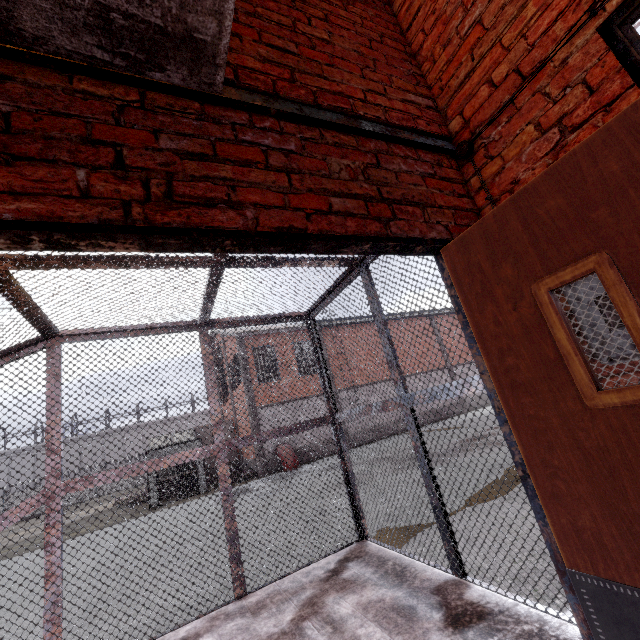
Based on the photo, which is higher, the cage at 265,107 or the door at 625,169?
the cage at 265,107

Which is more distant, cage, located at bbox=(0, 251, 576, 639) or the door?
cage, located at bbox=(0, 251, 576, 639)

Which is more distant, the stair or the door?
the stair

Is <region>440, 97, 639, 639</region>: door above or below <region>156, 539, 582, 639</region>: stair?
above

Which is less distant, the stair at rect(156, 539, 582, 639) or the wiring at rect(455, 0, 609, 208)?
the wiring at rect(455, 0, 609, 208)

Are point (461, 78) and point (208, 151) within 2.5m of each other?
yes

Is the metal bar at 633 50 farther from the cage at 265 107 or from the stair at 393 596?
the stair at 393 596

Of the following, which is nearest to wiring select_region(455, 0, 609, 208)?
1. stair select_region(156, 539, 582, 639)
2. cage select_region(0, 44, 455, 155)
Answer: cage select_region(0, 44, 455, 155)
